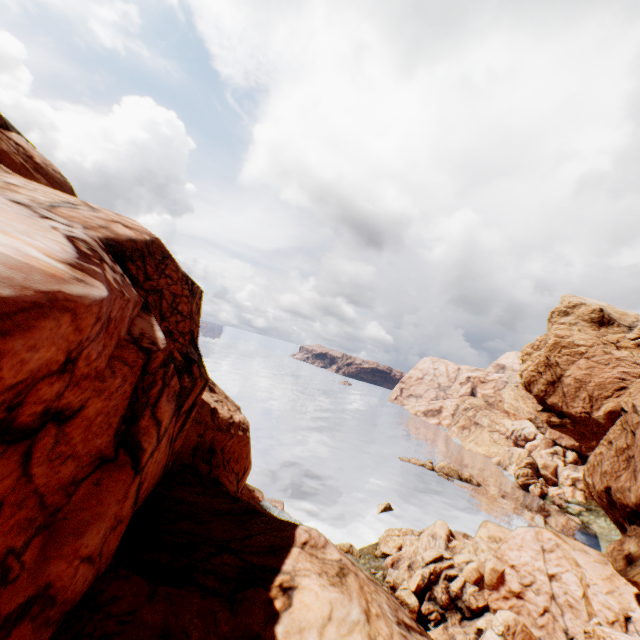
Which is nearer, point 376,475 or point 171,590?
point 171,590
